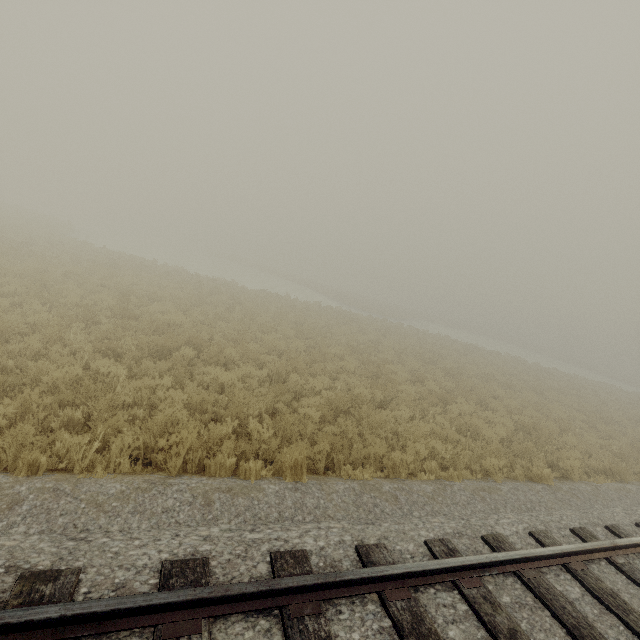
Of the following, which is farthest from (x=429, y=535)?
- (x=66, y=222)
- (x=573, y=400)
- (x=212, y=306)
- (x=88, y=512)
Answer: (x=66, y=222)
